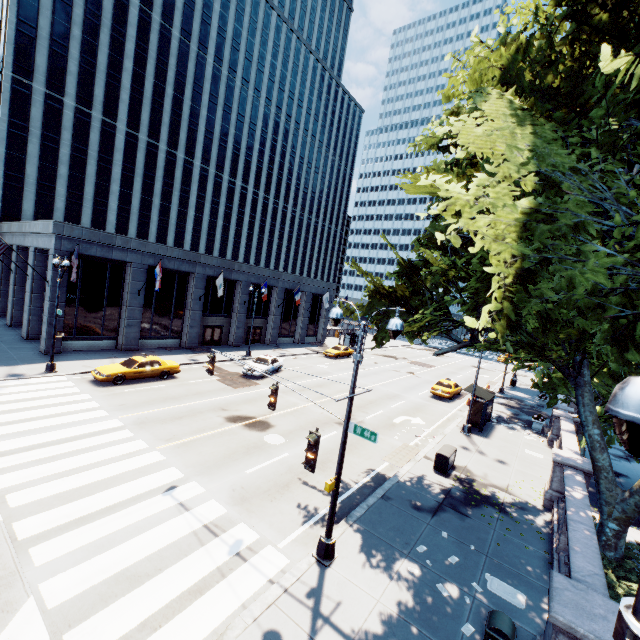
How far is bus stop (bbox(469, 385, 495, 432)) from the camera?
21.56m

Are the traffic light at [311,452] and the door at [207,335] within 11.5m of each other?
no

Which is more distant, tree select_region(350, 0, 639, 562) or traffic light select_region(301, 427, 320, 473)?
traffic light select_region(301, 427, 320, 473)

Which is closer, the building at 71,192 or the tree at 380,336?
the tree at 380,336

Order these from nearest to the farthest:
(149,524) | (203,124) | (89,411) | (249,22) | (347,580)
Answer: (347,580) → (149,524) → (89,411) → (203,124) → (249,22)

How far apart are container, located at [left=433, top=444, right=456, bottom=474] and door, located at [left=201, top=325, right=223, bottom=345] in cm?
2703

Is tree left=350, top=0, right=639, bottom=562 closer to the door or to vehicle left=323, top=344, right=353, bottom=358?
vehicle left=323, top=344, right=353, bottom=358

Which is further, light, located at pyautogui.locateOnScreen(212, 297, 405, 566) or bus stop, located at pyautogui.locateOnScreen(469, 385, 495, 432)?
bus stop, located at pyautogui.locateOnScreen(469, 385, 495, 432)
